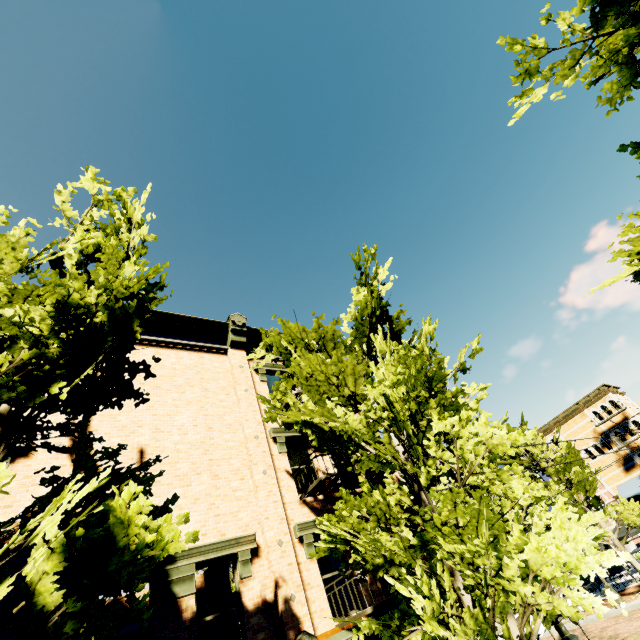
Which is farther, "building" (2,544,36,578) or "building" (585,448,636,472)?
"building" (585,448,636,472)

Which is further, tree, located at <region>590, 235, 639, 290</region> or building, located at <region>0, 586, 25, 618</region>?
tree, located at <region>590, 235, 639, 290</region>

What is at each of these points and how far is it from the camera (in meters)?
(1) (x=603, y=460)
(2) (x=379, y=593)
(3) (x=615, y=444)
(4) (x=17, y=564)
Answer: (1) building, 33.94
(2) building, 7.44
(3) building, 33.41
(4) building, 5.77

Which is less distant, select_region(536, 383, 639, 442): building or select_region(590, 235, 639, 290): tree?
select_region(590, 235, 639, 290): tree

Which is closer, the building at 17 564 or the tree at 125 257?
the tree at 125 257

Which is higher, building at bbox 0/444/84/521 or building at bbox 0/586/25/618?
building at bbox 0/444/84/521

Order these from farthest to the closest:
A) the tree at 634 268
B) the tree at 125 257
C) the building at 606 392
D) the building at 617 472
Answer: the building at 606 392 < the building at 617 472 < the tree at 634 268 < the tree at 125 257

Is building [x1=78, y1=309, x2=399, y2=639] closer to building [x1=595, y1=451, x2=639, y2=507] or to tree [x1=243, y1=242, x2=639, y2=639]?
tree [x1=243, y1=242, x2=639, y2=639]
